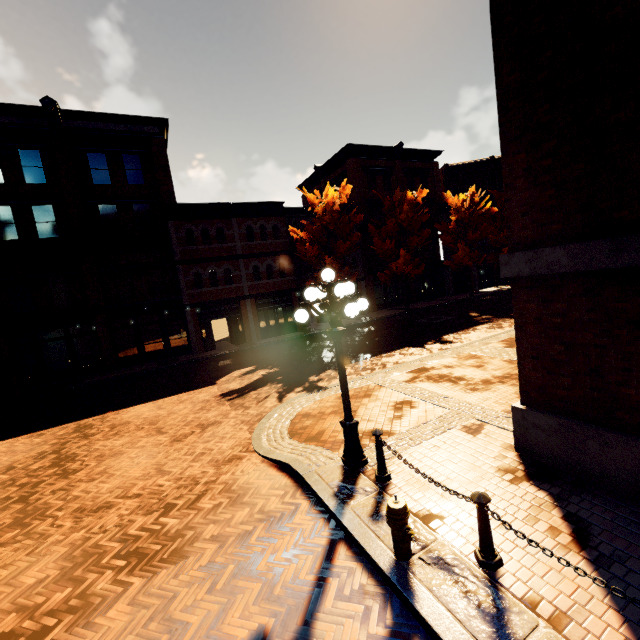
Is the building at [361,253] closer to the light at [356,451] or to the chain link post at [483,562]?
the light at [356,451]

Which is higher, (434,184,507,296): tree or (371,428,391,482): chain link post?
(434,184,507,296): tree

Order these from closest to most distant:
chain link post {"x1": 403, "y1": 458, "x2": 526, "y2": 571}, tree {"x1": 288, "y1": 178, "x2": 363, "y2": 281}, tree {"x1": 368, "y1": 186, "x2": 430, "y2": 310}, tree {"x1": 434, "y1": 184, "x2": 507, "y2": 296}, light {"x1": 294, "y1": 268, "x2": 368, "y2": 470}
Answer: chain link post {"x1": 403, "y1": 458, "x2": 526, "y2": 571} → light {"x1": 294, "y1": 268, "x2": 368, "y2": 470} → tree {"x1": 288, "y1": 178, "x2": 363, "y2": 281} → tree {"x1": 368, "y1": 186, "x2": 430, "y2": 310} → tree {"x1": 434, "y1": 184, "x2": 507, "y2": 296}

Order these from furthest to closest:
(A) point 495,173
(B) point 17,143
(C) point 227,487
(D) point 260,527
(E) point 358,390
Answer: (A) point 495,173, (B) point 17,143, (E) point 358,390, (C) point 227,487, (D) point 260,527

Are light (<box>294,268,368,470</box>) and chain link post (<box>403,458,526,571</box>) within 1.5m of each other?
no

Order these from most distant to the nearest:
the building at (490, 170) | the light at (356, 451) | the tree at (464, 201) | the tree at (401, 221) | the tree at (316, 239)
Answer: the building at (490, 170)
the tree at (464, 201)
the tree at (401, 221)
the tree at (316, 239)
the light at (356, 451)

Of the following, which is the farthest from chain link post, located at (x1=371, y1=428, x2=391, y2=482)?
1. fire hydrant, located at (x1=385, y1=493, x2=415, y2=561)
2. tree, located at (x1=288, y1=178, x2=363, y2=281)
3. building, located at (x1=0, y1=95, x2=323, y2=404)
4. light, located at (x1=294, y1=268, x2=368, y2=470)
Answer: tree, located at (x1=288, y1=178, x2=363, y2=281)

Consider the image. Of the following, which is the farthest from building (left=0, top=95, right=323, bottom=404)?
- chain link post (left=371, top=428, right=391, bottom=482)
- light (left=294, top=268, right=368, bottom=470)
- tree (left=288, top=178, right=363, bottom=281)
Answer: chain link post (left=371, top=428, right=391, bottom=482)
